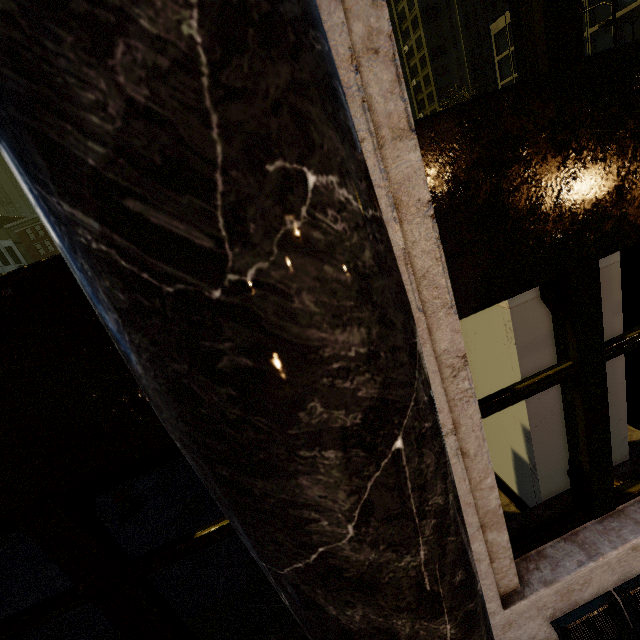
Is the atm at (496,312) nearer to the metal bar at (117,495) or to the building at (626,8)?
the building at (626,8)

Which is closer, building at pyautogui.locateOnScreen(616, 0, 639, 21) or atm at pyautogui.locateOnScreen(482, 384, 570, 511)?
atm at pyautogui.locateOnScreen(482, 384, 570, 511)

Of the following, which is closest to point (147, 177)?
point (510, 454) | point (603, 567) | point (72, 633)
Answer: point (603, 567)

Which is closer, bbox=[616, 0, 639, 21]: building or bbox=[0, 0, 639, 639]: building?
bbox=[0, 0, 639, 639]: building

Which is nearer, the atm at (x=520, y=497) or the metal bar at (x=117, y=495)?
the atm at (x=520, y=497)

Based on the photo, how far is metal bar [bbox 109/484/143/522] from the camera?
5.8 meters

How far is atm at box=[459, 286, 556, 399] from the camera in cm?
248
